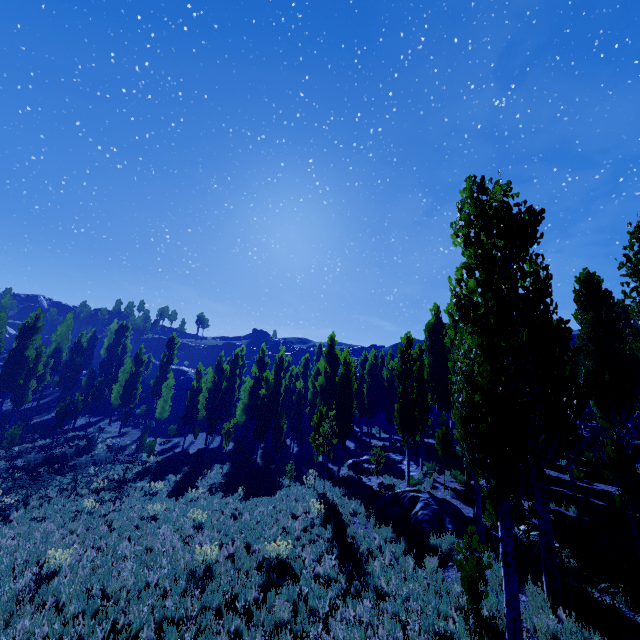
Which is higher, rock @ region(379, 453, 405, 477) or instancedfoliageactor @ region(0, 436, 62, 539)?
rock @ region(379, 453, 405, 477)

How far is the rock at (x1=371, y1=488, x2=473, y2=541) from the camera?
11.1 meters

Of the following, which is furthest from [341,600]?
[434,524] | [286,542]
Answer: [434,524]

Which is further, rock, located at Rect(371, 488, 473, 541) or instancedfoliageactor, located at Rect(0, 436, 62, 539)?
instancedfoliageactor, located at Rect(0, 436, 62, 539)

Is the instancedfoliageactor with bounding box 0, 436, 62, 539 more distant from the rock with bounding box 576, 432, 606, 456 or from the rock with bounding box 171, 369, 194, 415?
the rock with bounding box 171, 369, 194, 415

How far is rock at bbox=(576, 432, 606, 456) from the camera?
21.58m

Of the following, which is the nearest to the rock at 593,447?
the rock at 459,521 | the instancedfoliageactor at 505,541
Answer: the instancedfoliageactor at 505,541

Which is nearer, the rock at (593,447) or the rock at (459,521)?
the rock at (459,521)
